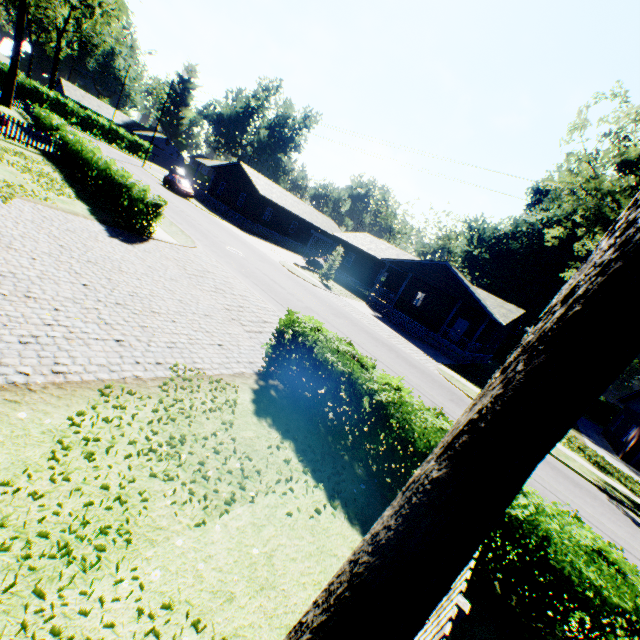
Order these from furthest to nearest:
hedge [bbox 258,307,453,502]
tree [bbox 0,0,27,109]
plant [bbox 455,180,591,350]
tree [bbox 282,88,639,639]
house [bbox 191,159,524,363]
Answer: plant [bbox 455,180,591,350] → tree [bbox 0,0,27,109] → house [bbox 191,159,524,363] → hedge [bbox 258,307,453,502] → tree [bbox 282,88,639,639]

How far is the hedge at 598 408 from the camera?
40.3m

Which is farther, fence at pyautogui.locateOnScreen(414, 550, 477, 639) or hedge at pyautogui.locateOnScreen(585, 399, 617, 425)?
hedge at pyautogui.locateOnScreen(585, 399, 617, 425)

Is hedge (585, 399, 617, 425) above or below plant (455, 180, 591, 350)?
below

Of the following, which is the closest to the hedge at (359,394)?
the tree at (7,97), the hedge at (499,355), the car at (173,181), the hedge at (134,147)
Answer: the hedge at (499,355)

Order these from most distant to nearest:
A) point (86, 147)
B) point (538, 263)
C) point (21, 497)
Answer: point (538, 263) < point (86, 147) < point (21, 497)

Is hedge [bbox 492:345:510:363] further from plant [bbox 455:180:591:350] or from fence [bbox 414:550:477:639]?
fence [bbox 414:550:477:639]

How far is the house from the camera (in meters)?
26.97
